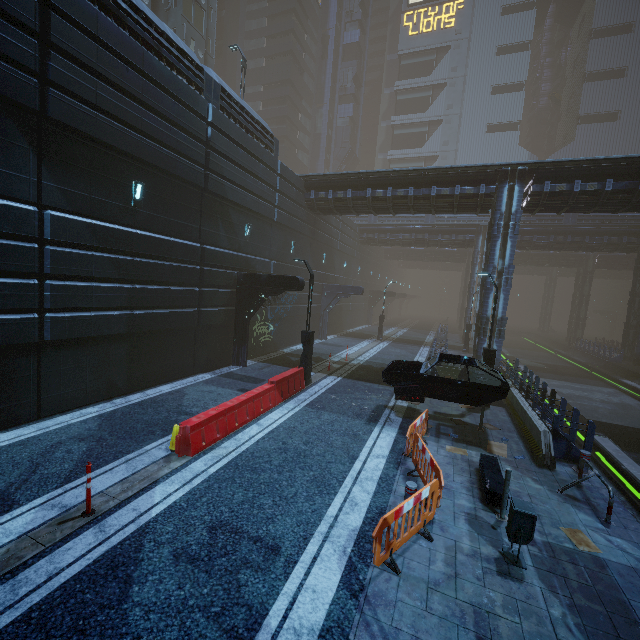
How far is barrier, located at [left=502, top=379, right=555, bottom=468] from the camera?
9.0m

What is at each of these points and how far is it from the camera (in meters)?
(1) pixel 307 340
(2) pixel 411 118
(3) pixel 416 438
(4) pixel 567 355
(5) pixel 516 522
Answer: (1) street light, 14.27
(2) building, 57.28
(3) barrier, 8.11
(4) train rail, 33.97
(5) trash bin, 5.45

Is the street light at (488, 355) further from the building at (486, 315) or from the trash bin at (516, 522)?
the trash bin at (516, 522)

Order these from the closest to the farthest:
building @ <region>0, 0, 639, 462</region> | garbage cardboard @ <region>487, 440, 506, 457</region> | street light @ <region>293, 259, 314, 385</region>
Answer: building @ <region>0, 0, 639, 462</region> → garbage cardboard @ <region>487, 440, 506, 457</region> → street light @ <region>293, 259, 314, 385</region>

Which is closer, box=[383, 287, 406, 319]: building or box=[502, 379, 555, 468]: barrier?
box=[502, 379, 555, 468]: barrier

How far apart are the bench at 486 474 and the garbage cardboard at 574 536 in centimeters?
92cm

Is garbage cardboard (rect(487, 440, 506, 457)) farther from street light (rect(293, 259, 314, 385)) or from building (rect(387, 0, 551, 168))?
street light (rect(293, 259, 314, 385))

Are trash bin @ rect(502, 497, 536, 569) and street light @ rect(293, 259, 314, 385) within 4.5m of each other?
no
